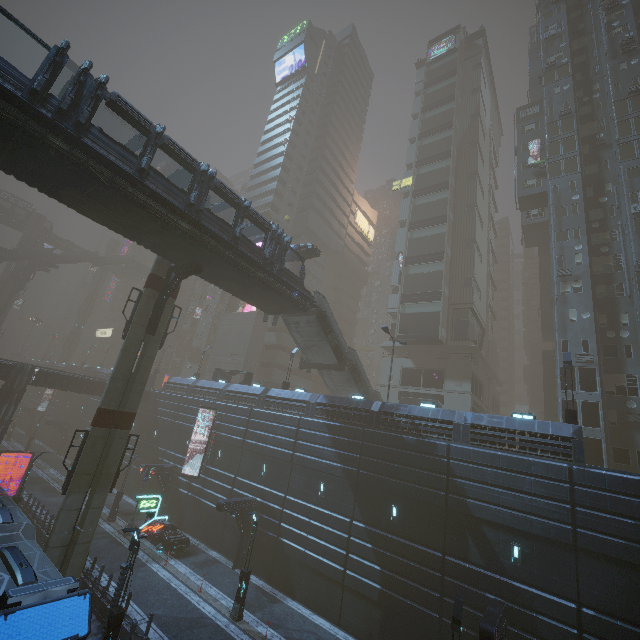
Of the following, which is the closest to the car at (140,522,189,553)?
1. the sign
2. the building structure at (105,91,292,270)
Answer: the building structure at (105,91,292,270)

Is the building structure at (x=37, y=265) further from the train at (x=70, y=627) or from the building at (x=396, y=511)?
the train at (x=70, y=627)

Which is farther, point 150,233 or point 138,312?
point 138,312

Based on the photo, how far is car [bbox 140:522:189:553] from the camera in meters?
25.0 m

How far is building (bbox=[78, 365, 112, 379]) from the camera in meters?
52.0 m

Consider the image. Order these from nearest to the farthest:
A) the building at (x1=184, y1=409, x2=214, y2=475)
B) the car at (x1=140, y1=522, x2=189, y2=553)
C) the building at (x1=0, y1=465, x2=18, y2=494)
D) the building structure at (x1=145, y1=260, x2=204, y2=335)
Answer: the building structure at (x1=145, y1=260, x2=204, y2=335) → the car at (x1=140, y1=522, x2=189, y2=553) → the building at (x1=0, y1=465, x2=18, y2=494) → the building at (x1=184, y1=409, x2=214, y2=475)

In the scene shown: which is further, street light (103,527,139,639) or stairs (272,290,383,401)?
stairs (272,290,383,401)

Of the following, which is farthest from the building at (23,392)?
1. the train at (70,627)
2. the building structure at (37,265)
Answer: the train at (70,627)
